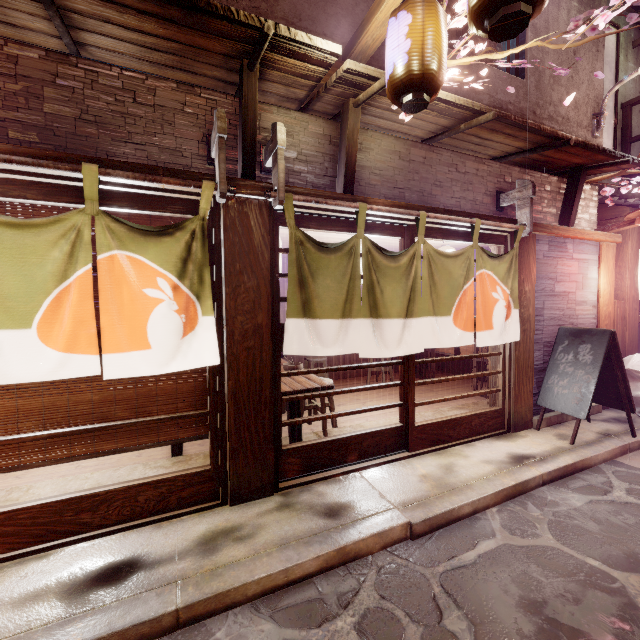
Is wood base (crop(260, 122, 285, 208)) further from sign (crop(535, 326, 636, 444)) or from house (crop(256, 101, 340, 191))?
sign (crop(535, 326, 636, 444))

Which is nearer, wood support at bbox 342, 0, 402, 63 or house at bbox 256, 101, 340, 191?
wood support at bbox 342, 0, 402, 63

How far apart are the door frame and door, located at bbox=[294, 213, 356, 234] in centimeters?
0cm

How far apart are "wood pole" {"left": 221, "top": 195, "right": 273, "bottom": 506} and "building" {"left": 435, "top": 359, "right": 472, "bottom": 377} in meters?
11.4 m

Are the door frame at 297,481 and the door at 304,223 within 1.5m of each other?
yes

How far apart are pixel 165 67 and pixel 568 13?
11.33m

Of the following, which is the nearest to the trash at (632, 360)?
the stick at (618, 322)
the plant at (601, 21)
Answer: the stick at (618, 322)

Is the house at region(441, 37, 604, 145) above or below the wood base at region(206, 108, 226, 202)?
above
